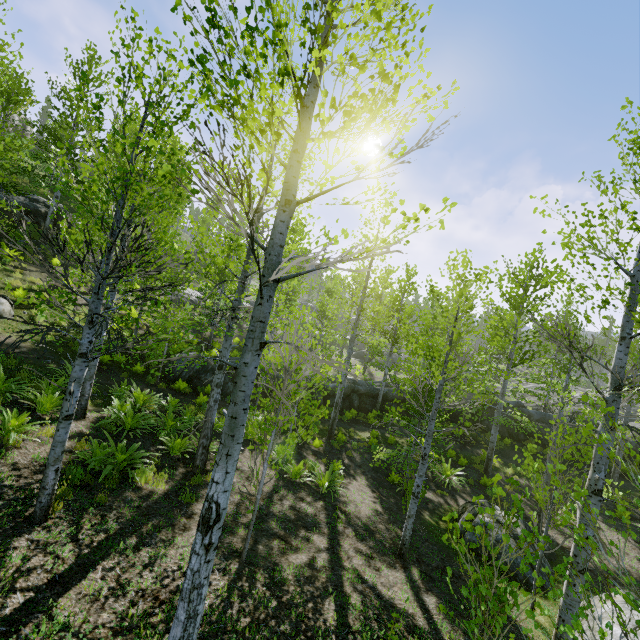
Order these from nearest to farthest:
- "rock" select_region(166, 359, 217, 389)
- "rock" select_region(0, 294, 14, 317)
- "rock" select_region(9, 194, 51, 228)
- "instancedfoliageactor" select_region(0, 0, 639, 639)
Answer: "instancedfoliageactor" select_region(0, 0, 639, 639)
"rock" select_region(0, 294, 14, 317)
"rock" select_region(166, 359, 217, 389)
"rock" select_region(9, 194, 51, 228)

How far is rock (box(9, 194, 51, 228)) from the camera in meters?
17.5 m

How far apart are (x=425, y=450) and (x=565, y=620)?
3.5 meters

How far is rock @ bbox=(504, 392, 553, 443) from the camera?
21.1 meters

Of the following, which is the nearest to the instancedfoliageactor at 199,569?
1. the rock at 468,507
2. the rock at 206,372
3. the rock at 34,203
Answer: the rock at 206,372

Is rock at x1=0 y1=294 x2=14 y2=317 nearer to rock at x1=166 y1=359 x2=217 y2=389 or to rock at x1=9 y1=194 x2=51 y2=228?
rock at x1=9 y1=194 x2=51 y2=228

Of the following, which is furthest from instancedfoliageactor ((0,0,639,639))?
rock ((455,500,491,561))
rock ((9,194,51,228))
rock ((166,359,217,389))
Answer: rock ((9,194,51,228))

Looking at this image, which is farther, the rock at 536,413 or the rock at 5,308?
the rock at 536,413
